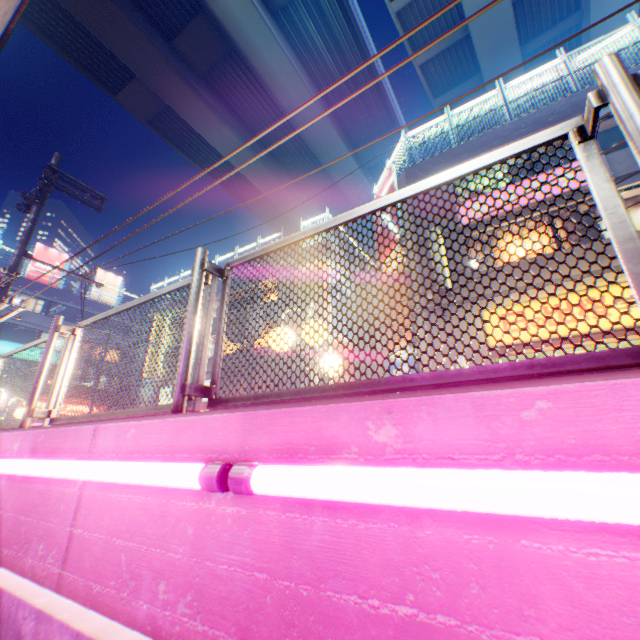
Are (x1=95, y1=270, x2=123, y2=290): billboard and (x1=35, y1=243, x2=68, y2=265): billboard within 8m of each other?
yes

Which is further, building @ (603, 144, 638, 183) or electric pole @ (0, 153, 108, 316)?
building @ (603, 144, 638, 183)

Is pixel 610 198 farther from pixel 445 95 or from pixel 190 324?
pixel 445 95

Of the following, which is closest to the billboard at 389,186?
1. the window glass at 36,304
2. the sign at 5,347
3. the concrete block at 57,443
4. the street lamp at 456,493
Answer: the concrete block at 57,443

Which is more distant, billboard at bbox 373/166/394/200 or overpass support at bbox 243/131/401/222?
overpass support at bbox 243/131/401/222

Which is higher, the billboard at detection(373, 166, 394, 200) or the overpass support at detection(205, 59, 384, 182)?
the overpass support at detection(205, 59, 384, 182)

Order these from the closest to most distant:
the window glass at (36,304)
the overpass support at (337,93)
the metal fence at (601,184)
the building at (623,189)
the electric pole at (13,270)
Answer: the metal fence at (601,184), the electric pole at (13,270), the building at (623,189), the overpass support at (337,93), the window glass at (36,304)

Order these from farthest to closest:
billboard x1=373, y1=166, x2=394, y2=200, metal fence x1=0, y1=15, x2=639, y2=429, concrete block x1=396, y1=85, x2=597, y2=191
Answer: billboard x1=373, y1=166, x2=394, y2=200, concrete block x1=396, y1=85, x2=597, y2=191, metal fence x1=0, y1=15, x2=639, y2=429
